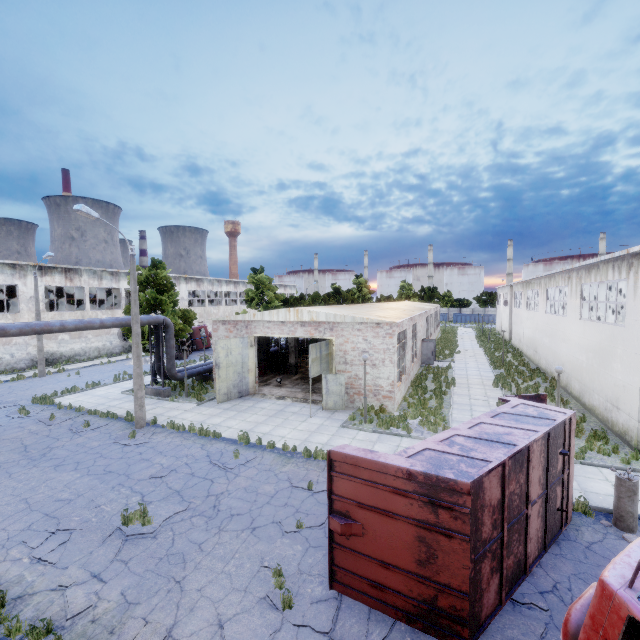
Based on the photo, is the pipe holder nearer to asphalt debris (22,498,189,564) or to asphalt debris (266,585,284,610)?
asphalt debris (22,498,189,564)

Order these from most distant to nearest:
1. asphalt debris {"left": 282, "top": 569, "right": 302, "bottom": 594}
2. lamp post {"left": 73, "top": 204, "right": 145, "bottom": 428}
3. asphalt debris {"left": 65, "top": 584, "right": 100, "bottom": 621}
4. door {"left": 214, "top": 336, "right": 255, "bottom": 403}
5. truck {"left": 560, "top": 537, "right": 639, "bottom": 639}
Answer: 1. door {"left": 214, "top": 336, "right": 255, "bottom": 403}
2. lamp post {"left": 73, "top": 204, "right": 145, "bottom": 428}
3. asphalt debris {"left": 282, "top": 569, "right": 302, "bottom": 594}
4. asphalt debris {"left": 65, "top": 584, "right": 100, "bottom": 621}
5. truck {"left": 560, "top": 537, "right": 639, "bottom": 639}

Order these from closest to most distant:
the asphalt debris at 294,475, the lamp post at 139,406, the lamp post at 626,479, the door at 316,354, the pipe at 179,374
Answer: the lamp post at 626,479 → the asphalt debris at 294,475 → the lamp post at 139,406 → the door at 316,354 → the pipe at 179,374

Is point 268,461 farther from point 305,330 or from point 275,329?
point 275,329

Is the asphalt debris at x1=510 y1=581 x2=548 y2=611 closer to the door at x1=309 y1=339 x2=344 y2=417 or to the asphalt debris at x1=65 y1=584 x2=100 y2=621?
the asphalt debris at x1=65 y1=584 x2=100 y2=621

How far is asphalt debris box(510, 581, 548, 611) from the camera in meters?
6.4

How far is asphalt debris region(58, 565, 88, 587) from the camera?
7.1 meters

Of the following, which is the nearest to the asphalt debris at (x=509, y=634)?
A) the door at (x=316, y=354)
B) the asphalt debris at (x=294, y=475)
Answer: the asphalt debris at (x=294, y=475)
